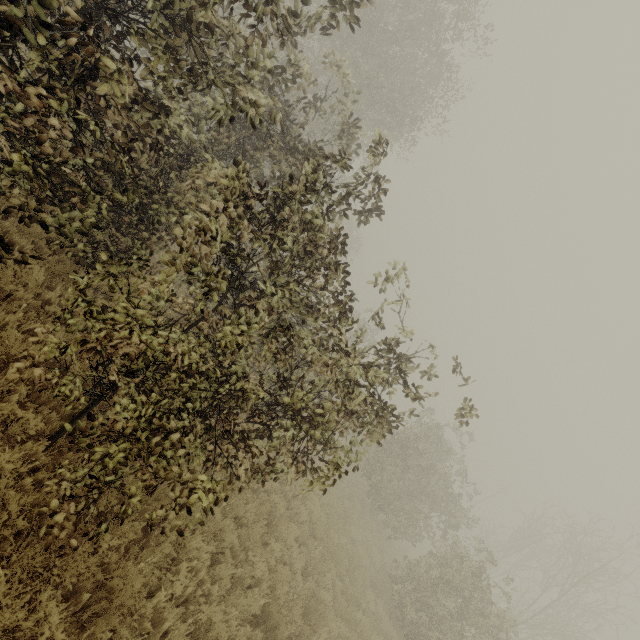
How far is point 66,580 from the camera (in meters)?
3.75
